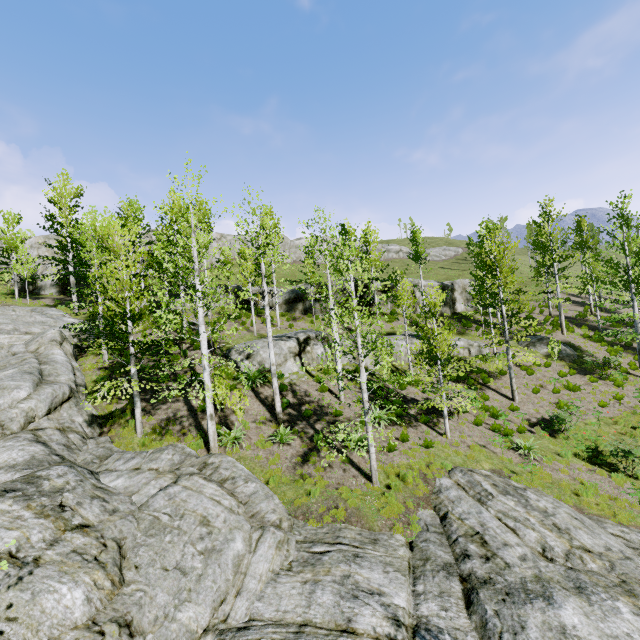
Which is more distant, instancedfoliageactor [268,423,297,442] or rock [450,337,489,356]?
rock [450,337,489,356]

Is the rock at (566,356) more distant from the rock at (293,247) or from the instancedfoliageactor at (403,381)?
the instancedfoliageactor at (403,381)

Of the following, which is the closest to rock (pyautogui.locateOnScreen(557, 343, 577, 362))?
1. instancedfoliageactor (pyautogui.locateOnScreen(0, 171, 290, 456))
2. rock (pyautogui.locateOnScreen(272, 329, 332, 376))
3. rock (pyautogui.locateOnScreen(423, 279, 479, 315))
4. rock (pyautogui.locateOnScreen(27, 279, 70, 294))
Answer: rock (pyautogui.locateOnScreen(272, 329, 332, 376))

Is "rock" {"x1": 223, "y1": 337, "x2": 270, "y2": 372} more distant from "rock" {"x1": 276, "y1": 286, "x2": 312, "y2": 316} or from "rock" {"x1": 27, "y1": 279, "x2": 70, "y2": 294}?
"rock" {"x1": 27, "y1": 279, "x2": 70, "y2": 294}

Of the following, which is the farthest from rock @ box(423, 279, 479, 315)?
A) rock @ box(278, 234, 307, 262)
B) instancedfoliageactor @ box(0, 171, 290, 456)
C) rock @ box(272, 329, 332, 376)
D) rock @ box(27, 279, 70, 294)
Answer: rock @ box(27, 279, 70, 294)

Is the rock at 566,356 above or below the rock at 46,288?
below

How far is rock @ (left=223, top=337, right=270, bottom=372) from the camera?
18.2m

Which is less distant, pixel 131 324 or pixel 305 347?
pixel 131 324
